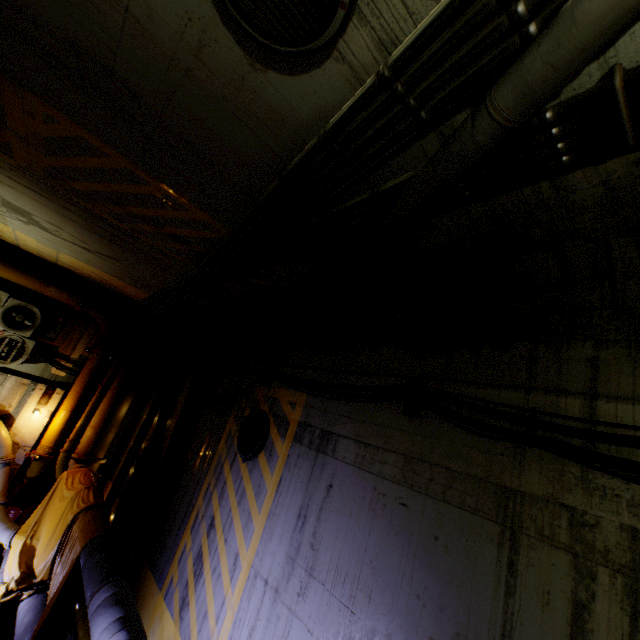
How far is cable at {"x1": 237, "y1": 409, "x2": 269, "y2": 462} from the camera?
5.1m

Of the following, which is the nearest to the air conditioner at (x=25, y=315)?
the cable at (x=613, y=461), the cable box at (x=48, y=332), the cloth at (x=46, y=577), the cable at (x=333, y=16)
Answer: the cable box at (x=48, y=332)

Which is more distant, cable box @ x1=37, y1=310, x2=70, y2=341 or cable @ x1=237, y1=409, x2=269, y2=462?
cable box @ x1=37, y1=310, x2=70, y2=341

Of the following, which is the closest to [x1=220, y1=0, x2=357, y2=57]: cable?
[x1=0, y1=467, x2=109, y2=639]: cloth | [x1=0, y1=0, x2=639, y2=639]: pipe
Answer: [x1=0, y1=0, x2=639, y2=639]: pipe

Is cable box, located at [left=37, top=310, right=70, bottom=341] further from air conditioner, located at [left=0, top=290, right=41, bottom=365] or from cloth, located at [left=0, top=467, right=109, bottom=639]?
cloth, located at [left=0, top=467, right=109, bottom=639]

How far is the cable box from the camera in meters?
8.8 m

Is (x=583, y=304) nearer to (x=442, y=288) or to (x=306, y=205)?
(x=442, y=288)

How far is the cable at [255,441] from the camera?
5.1m
